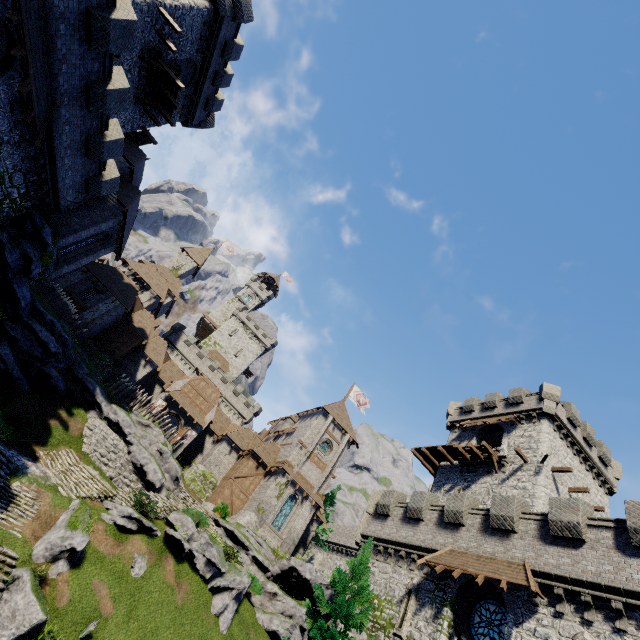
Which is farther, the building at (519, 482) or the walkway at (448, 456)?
the walkway at (448, 456)

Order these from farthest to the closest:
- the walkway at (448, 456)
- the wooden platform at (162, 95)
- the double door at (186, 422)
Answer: the double door at (186, 422)
the walkway at (448, 456)
the wooden platform at (162, 95)

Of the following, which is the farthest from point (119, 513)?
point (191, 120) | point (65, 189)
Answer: point (191, 120)

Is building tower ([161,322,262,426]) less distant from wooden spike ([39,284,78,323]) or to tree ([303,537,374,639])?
wooden spike ([39,284,78,323])

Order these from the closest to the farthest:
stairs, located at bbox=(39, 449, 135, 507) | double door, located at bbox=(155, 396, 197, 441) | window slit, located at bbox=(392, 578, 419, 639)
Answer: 1. window slit, located at bbox=(392, 578, 419, 639)
2. stairs, located at bbox=(39, 449, 135, 507)
3. double door, located at bbox=(155, 396, 197, 441)

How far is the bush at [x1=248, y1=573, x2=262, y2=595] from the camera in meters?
25.6

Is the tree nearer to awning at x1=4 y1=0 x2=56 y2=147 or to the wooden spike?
awning at x1=4 y1=0 x2=56 y2=147

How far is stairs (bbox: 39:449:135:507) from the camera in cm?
1994
